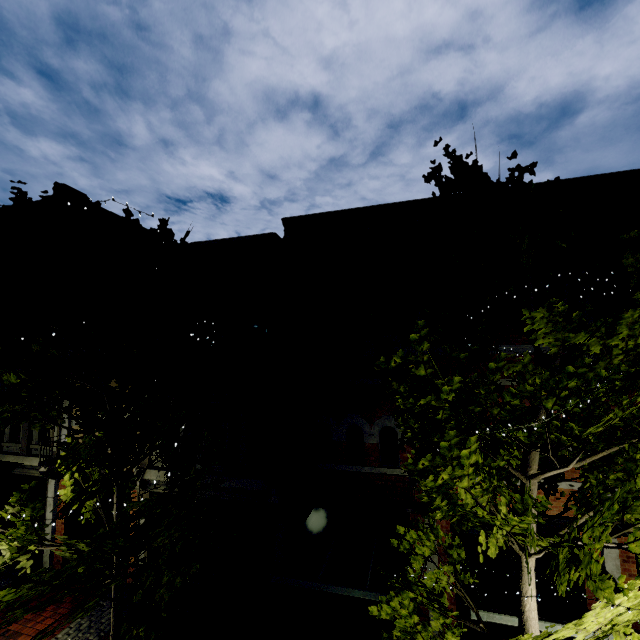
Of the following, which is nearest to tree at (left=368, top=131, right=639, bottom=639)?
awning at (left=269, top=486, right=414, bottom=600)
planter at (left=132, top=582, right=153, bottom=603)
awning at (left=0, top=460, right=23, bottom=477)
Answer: awning at (left=269, top=486, right=414, bottom=600)

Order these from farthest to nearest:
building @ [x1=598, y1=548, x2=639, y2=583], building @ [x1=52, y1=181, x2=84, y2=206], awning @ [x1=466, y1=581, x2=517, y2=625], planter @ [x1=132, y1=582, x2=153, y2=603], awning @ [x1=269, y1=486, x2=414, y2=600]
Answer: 1. building @ [x1=52, y1=181, x2=84, y2=206]
2. planter @ [x1=132, y1=582, x2=153, y2=603]
3. building @ [x1=598, y1=548, x2=639, y2=583]
4. awning @ [x1=269, y1=486, x2=414, y2=600]
5. awning @ [x1=466, y1=581, x2=517, y2=625]

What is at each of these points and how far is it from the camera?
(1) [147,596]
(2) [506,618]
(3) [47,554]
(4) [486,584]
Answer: (1) planter, 9.79m
(2) awning, 5.58m
(3) building, 11.52m
(4) building, 8.36m

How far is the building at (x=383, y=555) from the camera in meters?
9.0 m

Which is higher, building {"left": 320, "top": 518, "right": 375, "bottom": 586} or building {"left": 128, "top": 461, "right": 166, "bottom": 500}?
building {"left": 128, "top": 461, "right": 166, "bottom": 500}

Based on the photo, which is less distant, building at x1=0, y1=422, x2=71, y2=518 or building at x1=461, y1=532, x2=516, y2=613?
building at x1=461, y1=532, x2=516, y2=613

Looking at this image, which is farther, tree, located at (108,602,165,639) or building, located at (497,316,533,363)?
building, located at (497,316,533,363)
